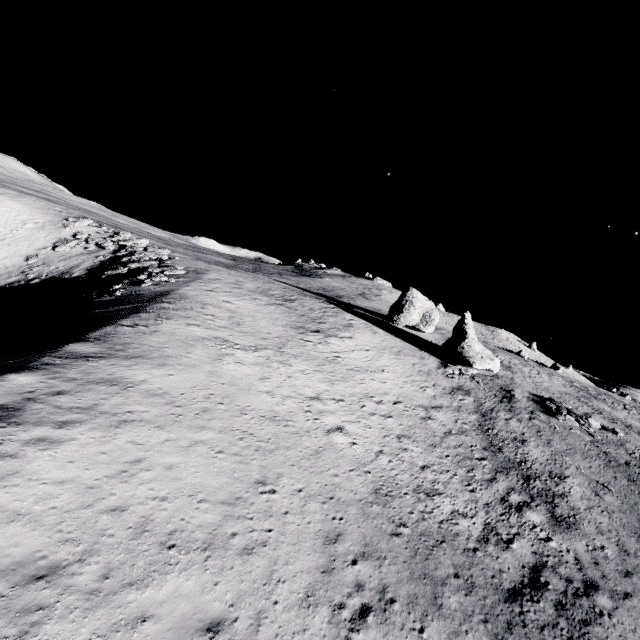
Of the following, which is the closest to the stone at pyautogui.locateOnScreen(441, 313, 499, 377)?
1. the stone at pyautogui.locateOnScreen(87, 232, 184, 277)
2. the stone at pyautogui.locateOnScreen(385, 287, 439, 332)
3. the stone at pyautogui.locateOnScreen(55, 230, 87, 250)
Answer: the stone at pyautogui.locateOnScreen(385, 287, 439, 332)

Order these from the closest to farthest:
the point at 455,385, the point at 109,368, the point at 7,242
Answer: the point at 109,368 → the point at 455,385 → the point at 7,242

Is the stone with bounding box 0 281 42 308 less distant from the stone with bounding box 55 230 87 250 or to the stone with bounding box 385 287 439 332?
the stone with bounding box 55 230 87 250

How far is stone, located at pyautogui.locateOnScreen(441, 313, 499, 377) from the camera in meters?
37.2

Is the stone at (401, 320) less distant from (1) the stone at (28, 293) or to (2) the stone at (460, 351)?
(2) the stone at (460, 351)

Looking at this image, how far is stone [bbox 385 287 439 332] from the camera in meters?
49.8 m

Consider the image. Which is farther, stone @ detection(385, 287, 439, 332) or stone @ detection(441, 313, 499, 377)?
stone @ detection(385, 287, 439, 332)

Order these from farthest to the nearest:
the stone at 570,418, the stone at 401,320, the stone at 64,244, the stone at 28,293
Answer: the stone at 401,320, the stone at 64,244, the stone at 28,293, the stone at 570,418
